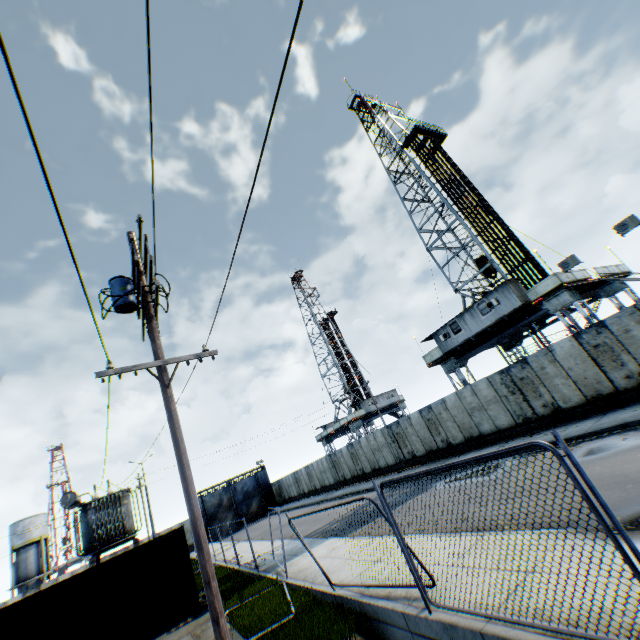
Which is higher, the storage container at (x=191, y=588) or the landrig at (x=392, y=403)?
the landrig at (x=392, y=403)

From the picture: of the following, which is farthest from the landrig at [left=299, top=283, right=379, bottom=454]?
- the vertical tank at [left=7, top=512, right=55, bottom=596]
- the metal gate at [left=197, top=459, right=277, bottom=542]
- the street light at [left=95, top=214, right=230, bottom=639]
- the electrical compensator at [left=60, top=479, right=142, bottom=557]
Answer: the vertical tank at [left=7, top=512, right=55, bottom=596]

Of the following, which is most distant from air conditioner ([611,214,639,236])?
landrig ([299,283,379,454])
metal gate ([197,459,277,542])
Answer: metal gate ([197,459,277,542])

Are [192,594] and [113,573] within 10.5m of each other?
yes

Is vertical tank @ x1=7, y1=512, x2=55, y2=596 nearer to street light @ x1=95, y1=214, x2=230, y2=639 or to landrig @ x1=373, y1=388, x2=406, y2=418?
landrig @ x1=373, y1=388, x2=406, y2=418

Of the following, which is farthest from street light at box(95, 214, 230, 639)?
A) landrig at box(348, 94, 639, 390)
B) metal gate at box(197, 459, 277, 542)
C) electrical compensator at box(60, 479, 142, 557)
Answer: metal gate at box(197, 459, 277, 542)

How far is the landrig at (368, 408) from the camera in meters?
45.0 m

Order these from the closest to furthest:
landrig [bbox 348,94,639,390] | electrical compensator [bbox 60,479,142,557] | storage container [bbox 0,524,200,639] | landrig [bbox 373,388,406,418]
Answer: storage container [bbox 0,524,200,639] → electrical compensator [bbox 60,479,142,557] → landrig [bbox 348,94,639,390] → landrig [bbox 373,388,406,418]
